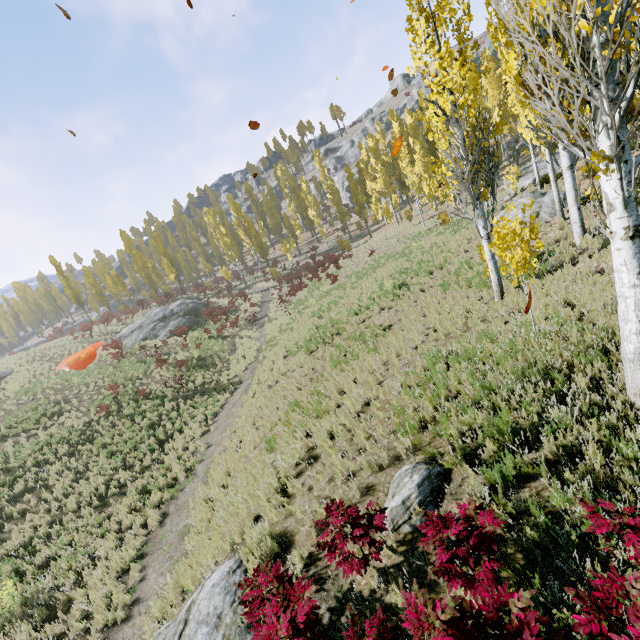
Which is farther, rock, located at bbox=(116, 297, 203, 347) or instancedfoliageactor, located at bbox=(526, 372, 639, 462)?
rock, located at bbox=(116, 297, 203, 347)

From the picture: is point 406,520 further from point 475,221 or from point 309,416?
point 475,221

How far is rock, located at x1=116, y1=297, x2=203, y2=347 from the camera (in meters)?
31.06

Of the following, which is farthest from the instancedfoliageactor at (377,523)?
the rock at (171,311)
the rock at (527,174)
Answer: the rock at (171,311)

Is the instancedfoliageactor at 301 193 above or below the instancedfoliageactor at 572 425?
above

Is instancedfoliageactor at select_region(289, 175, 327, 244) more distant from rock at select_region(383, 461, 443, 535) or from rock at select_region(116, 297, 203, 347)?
rock at select_region(116, 297, 203, 347)

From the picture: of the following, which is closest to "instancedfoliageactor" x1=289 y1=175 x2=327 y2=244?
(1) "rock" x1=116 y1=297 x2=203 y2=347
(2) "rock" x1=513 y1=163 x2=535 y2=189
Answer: (2) "rock" x1=513 y1=163 x2=535 y2=189
